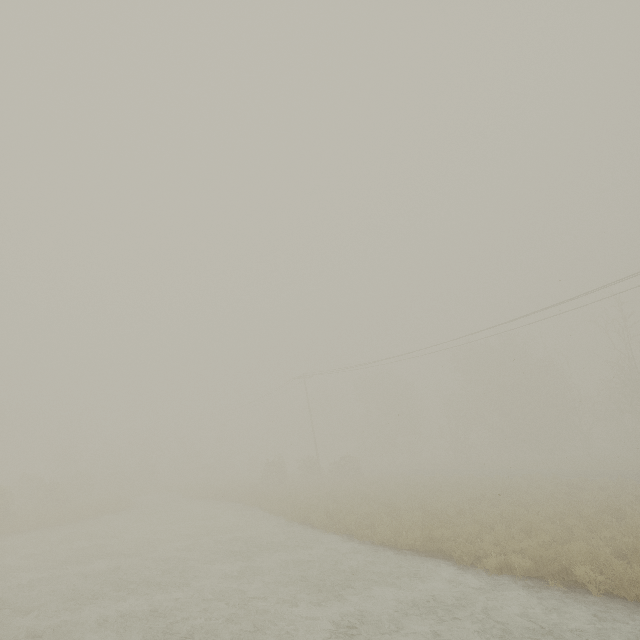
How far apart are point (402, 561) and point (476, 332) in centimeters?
1654cm
